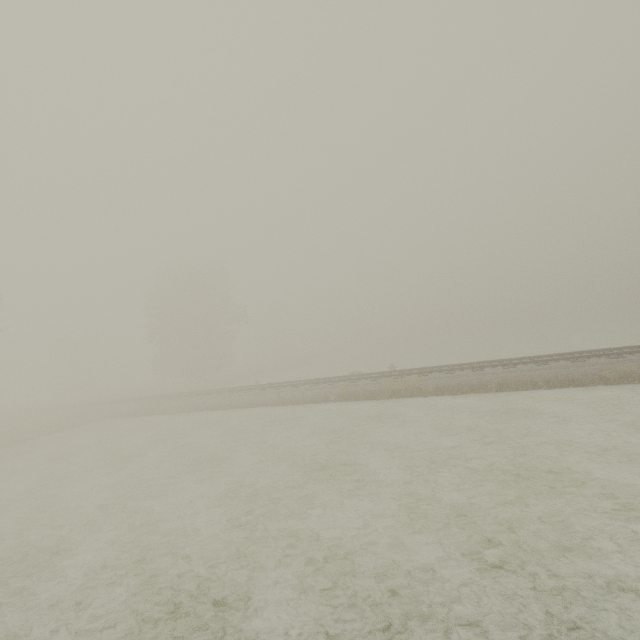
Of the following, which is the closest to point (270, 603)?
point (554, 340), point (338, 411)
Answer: point (338, 411)

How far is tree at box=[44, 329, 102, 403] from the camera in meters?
55.2 m

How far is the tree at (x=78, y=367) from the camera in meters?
55.2 m
